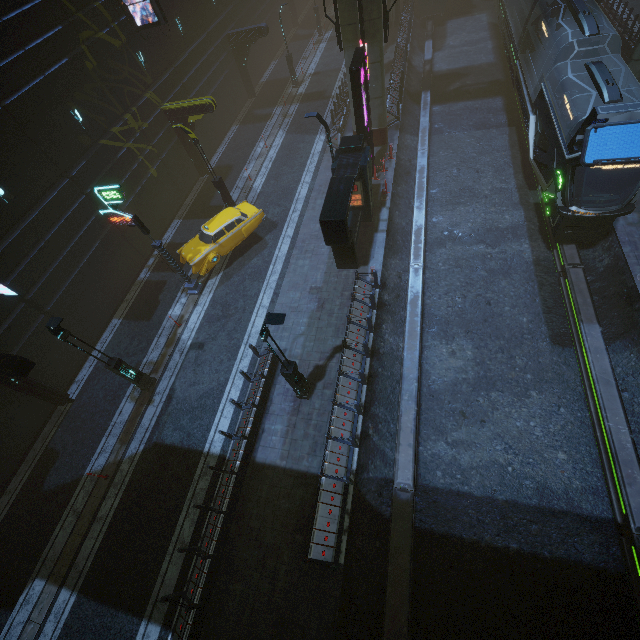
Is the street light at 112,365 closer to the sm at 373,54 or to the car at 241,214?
the car at 241,214

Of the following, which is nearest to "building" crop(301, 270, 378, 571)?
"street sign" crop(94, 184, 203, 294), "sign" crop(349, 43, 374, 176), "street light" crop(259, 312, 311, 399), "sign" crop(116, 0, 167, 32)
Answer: "sign" crop(116, 0, 167, 32)

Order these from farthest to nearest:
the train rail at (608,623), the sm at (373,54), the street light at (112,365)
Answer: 1. the sm at (373,54)
2. the street light at (112,365)
3. the train rail at (608,623)

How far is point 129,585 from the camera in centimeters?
1076cm

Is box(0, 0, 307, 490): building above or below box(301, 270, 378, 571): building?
above

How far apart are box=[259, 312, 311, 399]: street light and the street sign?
8.2m

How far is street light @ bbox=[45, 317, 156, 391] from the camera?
10.34m

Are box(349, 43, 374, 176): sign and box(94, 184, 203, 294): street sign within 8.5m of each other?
no
